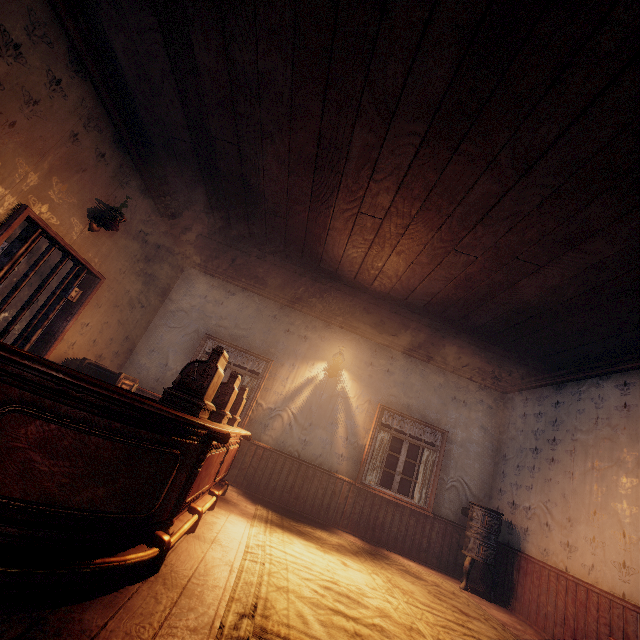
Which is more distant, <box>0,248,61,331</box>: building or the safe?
<box>0,248,61,331</box>: building

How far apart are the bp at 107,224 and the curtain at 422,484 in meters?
6.7 m

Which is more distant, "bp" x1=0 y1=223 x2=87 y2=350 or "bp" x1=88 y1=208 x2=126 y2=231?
"bp" x1=88 y1=208 x2=126 y2=231

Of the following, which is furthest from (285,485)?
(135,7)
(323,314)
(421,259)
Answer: (135,7)

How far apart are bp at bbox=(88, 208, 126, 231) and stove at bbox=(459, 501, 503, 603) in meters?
7.3

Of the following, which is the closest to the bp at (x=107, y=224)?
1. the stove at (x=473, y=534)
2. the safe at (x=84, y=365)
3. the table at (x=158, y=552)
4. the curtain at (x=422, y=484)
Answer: the safe at (x=84, y=365)

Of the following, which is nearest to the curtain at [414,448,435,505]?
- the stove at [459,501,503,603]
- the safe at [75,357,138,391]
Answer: the stove at [459,501,503,603]

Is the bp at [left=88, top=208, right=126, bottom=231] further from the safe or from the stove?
the stove
